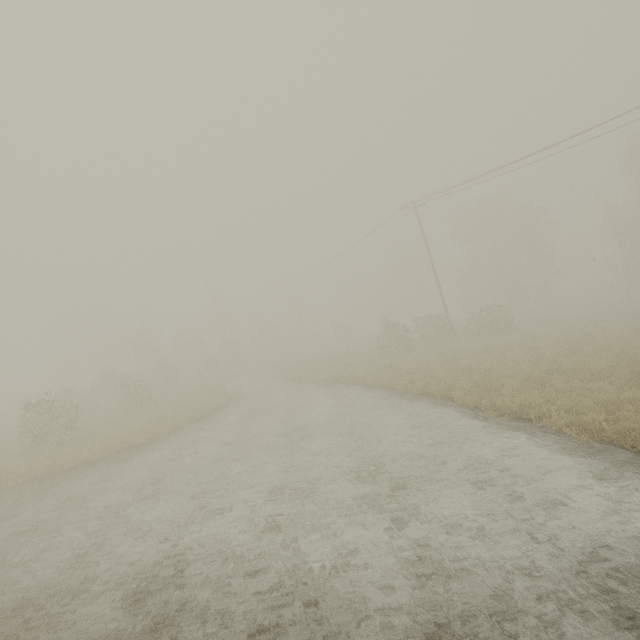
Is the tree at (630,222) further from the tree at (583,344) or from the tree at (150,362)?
the tree at (150,362)

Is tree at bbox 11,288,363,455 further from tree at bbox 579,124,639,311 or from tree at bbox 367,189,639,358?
tree at bbox 579,124,639,311

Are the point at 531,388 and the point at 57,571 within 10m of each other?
no

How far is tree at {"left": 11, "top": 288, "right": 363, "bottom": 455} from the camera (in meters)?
15.86

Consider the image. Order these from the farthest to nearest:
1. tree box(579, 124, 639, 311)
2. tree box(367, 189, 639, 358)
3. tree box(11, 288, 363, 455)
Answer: tree box(579, 124, 639, 311) → tree box(367, 189, 639, 358) → tree box(11, 288, 363, 455)
